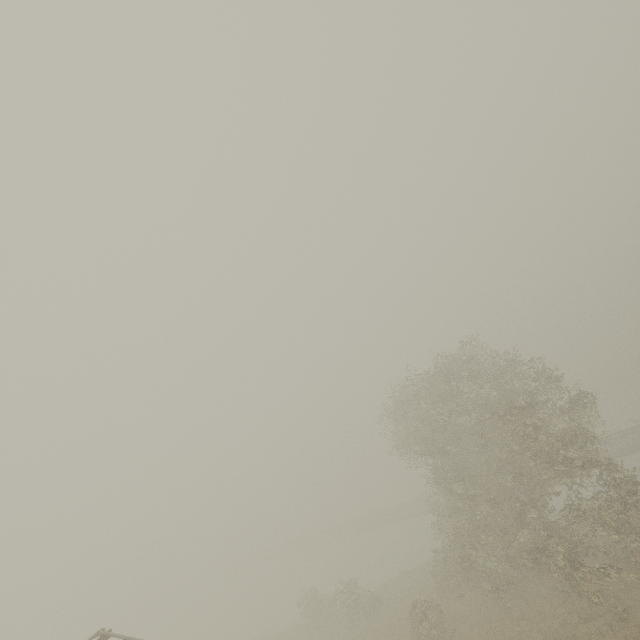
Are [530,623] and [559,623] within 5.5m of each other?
yes
